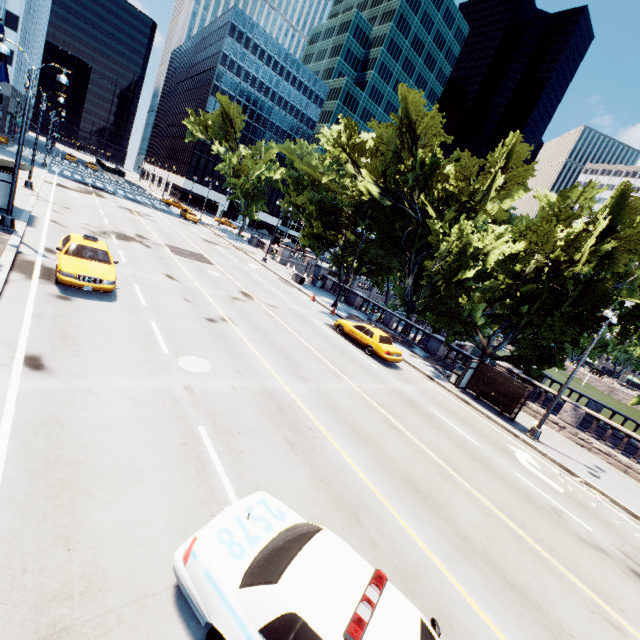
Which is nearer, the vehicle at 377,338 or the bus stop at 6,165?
the bus stop at 6,165

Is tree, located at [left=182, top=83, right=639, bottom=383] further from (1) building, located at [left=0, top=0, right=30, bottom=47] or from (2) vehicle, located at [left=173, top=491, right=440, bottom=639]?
(1) building, located at [left=0, top=0, right=30, bottom=47]

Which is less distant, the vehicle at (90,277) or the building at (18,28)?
the vehicle at (90,277)

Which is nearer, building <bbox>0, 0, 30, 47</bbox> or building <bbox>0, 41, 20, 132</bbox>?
building <bbox>0, 0, 30, 47</bbox>

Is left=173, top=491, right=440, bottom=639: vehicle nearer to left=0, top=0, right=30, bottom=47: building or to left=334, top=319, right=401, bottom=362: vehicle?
left=334, top=319, right=401, bottom=362: vehicle

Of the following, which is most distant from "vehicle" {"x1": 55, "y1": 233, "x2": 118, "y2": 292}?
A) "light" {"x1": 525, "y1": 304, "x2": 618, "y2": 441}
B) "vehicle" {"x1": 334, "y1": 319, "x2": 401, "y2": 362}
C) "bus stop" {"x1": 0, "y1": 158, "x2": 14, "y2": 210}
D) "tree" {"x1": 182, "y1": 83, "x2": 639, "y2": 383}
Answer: "light" {"x1": 525, "y1": 304, "x2": 618, "y2": 441}

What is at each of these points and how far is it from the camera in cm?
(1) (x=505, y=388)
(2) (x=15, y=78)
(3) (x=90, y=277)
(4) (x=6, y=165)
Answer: (1) bus stop, 1872
(2) building, 5972
(3) vehicle, 1192
(4) bus stop, 1641

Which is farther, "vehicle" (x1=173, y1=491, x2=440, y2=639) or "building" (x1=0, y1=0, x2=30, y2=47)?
"building" (x1=0, y1=0, x2=30, y2=47)
